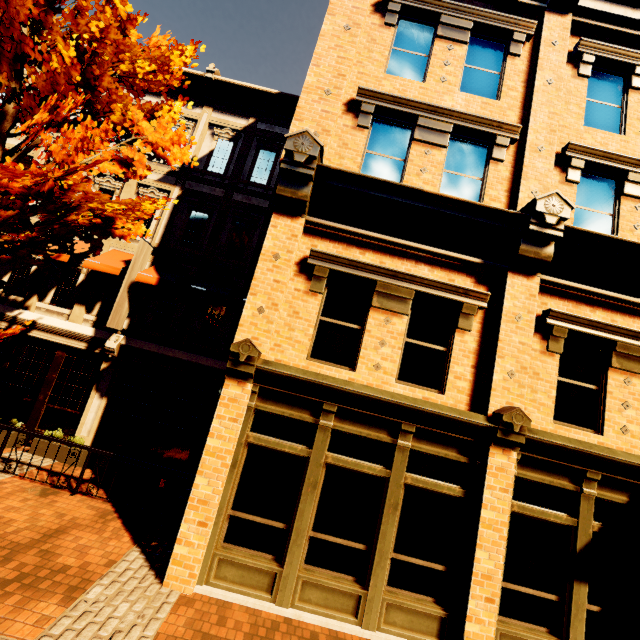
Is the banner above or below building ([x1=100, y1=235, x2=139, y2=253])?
below

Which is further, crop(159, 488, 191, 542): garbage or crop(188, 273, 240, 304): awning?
crop(188, 273, 240, 304): awning

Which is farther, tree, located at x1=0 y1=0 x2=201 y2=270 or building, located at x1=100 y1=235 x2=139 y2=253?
building, located at x1=100 y1=235 x2=139 y2=253

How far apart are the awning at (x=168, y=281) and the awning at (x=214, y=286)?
0.5m

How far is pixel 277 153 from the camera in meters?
11.8

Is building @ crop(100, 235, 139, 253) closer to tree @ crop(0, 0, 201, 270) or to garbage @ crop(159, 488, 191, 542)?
garbage @ crop(159, 488, 191, 542)

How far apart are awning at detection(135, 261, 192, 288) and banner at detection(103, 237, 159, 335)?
0.2 meters

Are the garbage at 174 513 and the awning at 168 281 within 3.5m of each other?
no
